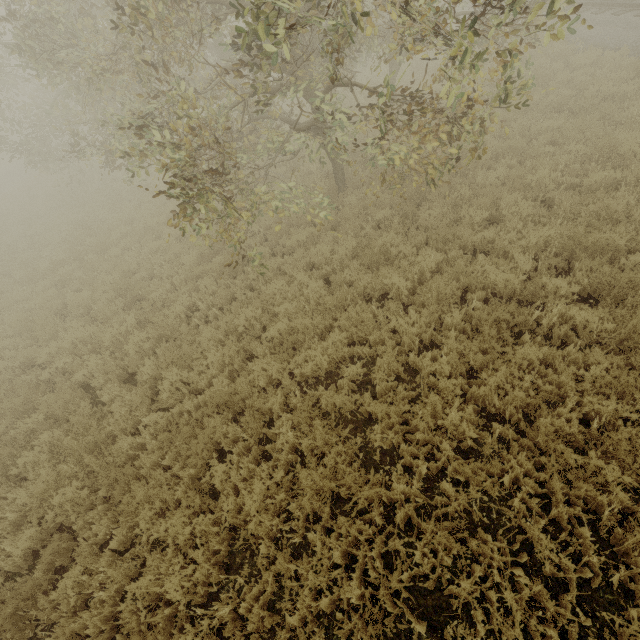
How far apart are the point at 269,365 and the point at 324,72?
5.3 meters

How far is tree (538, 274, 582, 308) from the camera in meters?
5.1 m

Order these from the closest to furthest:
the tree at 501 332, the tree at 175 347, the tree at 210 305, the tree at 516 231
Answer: the tree at 516 231
the tree at 501 332
the tree at 175 347
the tree at 210 305

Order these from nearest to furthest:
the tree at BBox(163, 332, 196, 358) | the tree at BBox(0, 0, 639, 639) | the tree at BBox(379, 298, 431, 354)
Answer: the tree at BBox(0, 0, 639, 639), the tree at BBox(379, 298, 431, 354), the tree at BBox(163, 332, 196, 358)

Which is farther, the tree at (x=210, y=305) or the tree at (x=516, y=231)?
the tree at (x=210, y=305)

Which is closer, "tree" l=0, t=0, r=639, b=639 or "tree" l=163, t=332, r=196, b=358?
"tree" l=0, t=0, r=639, b=639
